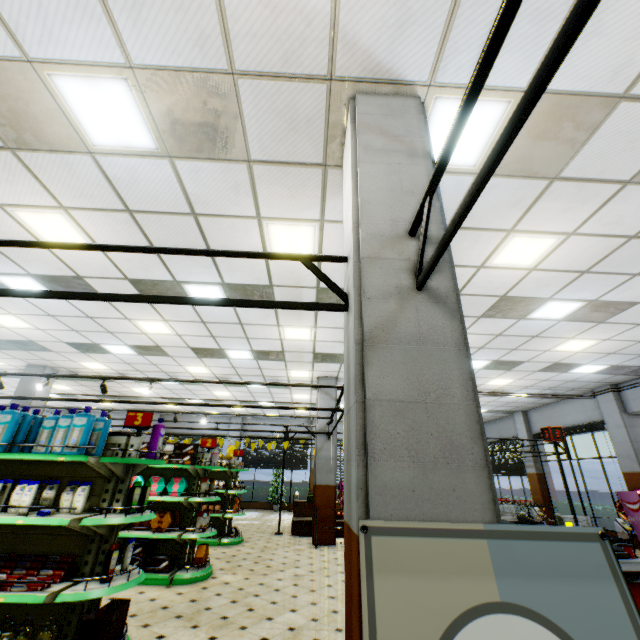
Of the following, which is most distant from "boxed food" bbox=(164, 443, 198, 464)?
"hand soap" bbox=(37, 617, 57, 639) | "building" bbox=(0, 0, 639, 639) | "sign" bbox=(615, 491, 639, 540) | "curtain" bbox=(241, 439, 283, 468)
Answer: "curtain" bbox=(241, 439, 283, 468)

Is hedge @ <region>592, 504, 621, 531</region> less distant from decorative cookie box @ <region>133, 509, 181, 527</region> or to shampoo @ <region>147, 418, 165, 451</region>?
decorative cookie box @ <region>133, 509, 181, 527</region>

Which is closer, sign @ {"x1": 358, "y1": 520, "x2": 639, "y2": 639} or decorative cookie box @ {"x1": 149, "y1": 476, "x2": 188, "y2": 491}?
sign @ {"x1": 358, "y1": 520, "x2": 639, "y2": 639}

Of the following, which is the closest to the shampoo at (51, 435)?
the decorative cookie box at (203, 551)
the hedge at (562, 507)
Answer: the decorative cookie box at (203, 551)

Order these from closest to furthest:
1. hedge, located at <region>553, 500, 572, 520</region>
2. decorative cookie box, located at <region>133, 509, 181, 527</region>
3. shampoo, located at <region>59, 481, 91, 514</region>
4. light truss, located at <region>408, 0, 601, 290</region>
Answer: light truss, located at <region>408, 0, 601, 290</region> < shampoo, located at <region>59, 481, 91, 514</region> < decorative cookie box, located at <region>133, 509, 181, 527</region> < hedge, located at <region>553, 500, 572, 520</region>

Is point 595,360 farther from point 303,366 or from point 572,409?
point 303,366

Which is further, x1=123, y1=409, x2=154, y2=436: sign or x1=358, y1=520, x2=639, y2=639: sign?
x1=123, y1=409, x2=154, y2=436: sign

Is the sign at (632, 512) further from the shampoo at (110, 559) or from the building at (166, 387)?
the shampoo at (110, 559)
